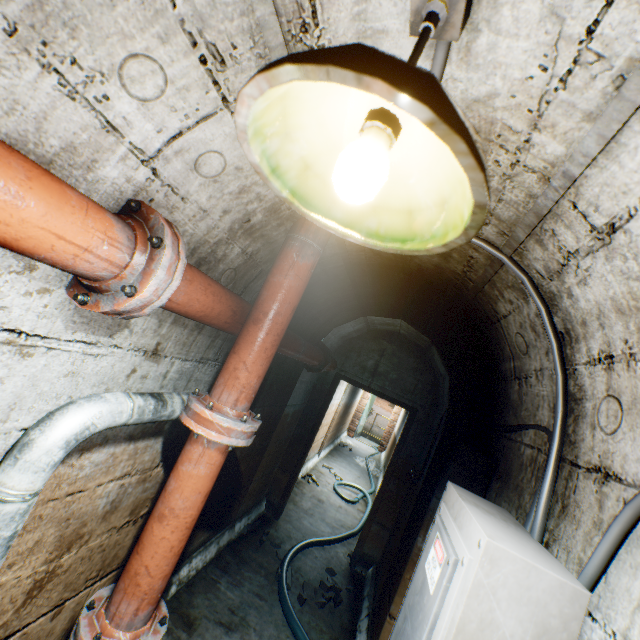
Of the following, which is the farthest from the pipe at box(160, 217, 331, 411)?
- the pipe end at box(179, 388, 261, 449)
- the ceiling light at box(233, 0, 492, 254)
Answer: the ceiling light at box(233, 0, 492, 254)

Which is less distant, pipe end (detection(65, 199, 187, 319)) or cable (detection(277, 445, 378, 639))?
pipe end (detection(65, 199, 187, 319))

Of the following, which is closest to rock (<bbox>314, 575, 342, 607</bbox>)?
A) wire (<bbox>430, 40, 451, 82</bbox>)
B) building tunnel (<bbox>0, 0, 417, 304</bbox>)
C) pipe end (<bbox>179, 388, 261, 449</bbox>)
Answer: building tunnel (<bbox>0, 0, 417, 304</bbox>)

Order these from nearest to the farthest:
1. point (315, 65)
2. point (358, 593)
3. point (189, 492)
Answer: point (315, 65)
point (189, 492)
point (358, 593)

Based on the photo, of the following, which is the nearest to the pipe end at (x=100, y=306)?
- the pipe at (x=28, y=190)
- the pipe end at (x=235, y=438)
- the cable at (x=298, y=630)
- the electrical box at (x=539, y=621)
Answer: the pipe at (x=28, y=190)

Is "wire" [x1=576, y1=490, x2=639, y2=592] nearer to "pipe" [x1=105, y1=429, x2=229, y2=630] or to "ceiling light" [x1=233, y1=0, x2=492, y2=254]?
"ceiling light" [x1=233, y1=0, x2=492, y2=254]

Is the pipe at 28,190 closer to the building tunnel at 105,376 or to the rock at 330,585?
the building tunnel at 105,376

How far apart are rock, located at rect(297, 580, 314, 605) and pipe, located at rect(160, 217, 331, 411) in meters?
2.3 m
